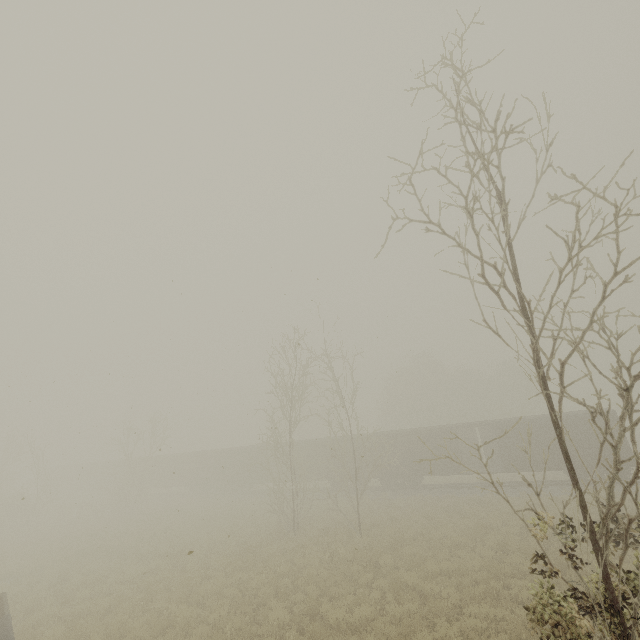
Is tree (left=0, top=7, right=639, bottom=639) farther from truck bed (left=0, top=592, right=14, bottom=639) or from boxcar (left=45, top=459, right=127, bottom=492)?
boxcar (left=45, top=459, right=127, bottom=492)

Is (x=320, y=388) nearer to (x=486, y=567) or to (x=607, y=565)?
(x=486, y=567)

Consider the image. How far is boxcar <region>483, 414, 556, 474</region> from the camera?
23.86m

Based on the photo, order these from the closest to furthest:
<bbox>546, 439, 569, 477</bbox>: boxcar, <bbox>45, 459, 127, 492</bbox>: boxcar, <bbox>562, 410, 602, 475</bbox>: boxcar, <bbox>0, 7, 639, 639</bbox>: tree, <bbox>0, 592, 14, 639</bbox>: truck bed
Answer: <bbox>0, 7, 639, 639</bbox>: tree → <bbox>0, 592, 14, 639</bbox>: truck bed → <bbox>562, 410, 602, 475</bbox>: boxcar → <bbox>546, 439, 569, 477</bbox>: boxcar → <bbox>45, 459, 127, 492</bbox>: boxcar

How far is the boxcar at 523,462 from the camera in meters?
23.9 m

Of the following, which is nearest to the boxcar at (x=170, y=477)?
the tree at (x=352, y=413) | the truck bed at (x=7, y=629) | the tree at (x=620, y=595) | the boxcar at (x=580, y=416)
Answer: the boxcar at (x=580, y=416)

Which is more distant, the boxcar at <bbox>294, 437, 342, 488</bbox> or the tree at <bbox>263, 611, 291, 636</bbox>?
the boxcar at <bbox>294, 437, 342, 488</bbox>

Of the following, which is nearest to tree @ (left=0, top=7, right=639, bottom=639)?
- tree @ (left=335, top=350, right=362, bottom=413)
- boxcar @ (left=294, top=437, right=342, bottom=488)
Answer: tree @ (left=335, top=350, right=362, bottom=413)
